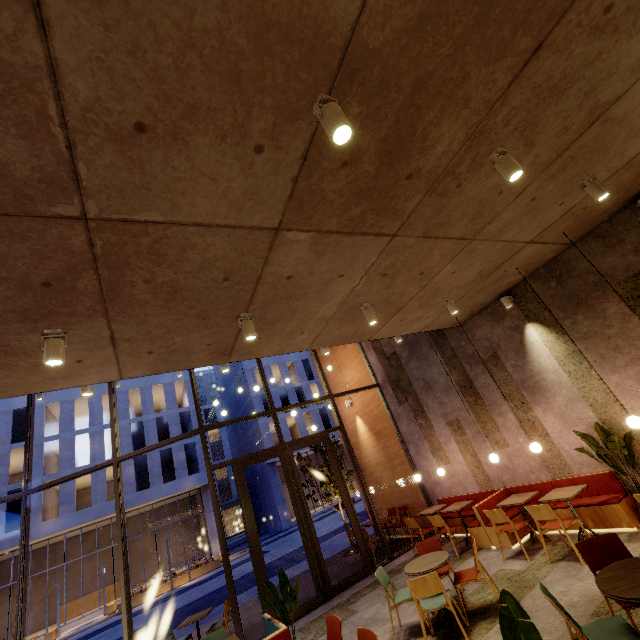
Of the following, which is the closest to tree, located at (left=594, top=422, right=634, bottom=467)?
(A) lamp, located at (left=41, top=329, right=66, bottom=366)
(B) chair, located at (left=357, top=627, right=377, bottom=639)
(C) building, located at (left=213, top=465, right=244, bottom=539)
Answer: (B) chair, located at (left=357, top=627, right=377, bottom=639)

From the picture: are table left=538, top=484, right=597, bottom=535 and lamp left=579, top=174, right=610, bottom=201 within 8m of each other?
yes

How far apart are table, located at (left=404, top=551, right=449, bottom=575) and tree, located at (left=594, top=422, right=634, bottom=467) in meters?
3.1 m

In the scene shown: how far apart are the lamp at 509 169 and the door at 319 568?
8.07m

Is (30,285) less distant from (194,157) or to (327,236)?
(194,157)

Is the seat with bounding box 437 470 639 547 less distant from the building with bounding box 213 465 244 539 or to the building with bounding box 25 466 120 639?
the building with bounding box 25 466 120 639

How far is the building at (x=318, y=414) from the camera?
33.8 meters

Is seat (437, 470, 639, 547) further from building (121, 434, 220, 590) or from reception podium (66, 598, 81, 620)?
reception podium (66, 598, 81, 620)
